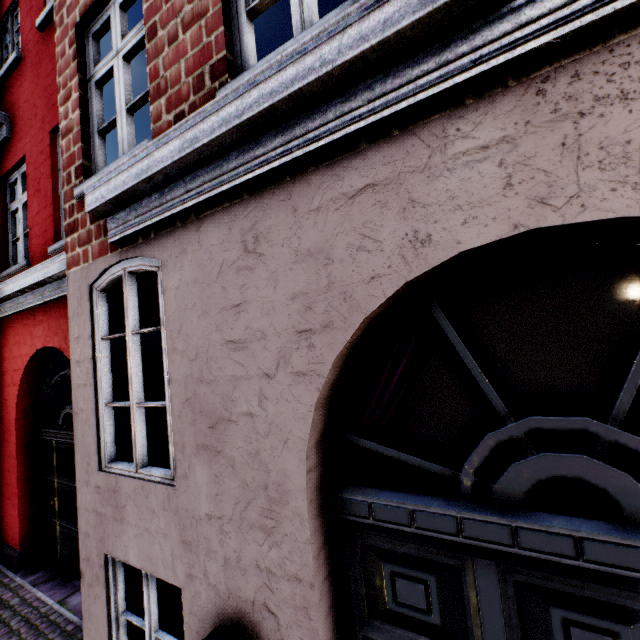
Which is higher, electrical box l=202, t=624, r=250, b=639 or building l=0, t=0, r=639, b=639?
building l=0, t=0, r=639, b=639

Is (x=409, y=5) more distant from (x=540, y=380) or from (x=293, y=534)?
(x=293, y=534)

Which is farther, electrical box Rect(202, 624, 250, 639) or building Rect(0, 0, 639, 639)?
electrical box Rect(202, 624, 250, 639)

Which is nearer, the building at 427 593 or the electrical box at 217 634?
the building at 427 593

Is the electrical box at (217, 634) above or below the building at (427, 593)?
below
